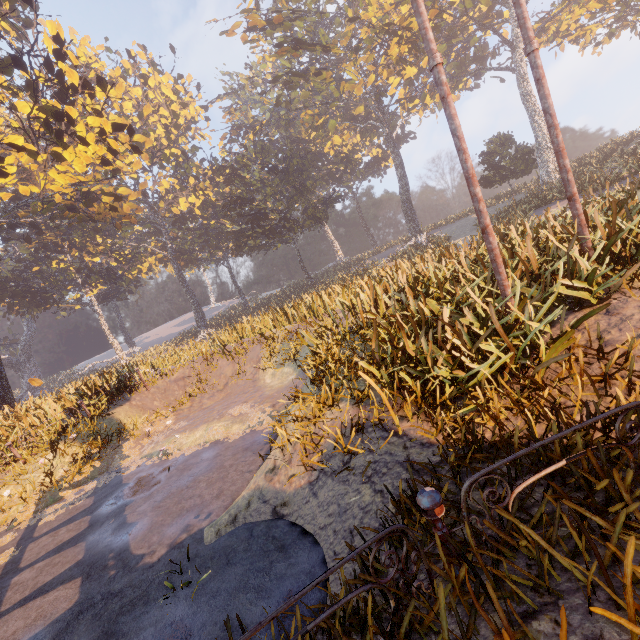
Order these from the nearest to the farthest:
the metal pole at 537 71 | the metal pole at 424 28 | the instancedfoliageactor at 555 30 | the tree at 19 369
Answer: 1. the metal pole at 424 28
2. the metal pole at 537 71
3. the instancedfoliageactor at 555 30
4. the tree at 19 369

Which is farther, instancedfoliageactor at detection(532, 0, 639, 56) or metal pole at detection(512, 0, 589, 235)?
instancedfoliageactor at detection(532, 0, 639, 56)

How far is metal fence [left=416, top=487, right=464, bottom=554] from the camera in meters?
2.0 m

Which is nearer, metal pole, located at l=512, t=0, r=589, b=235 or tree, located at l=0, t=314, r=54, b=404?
metal pole, located at l=512, t=0, r=589, b=235

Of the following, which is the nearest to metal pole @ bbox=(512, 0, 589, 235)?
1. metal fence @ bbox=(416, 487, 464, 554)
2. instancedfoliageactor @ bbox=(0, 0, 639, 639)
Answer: metal fence @ bbox=(416, 487, 464, 554)

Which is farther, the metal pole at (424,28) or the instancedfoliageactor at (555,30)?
the instancedfoliageactor at (555,30)

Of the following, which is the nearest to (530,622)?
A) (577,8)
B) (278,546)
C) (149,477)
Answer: (278,546)

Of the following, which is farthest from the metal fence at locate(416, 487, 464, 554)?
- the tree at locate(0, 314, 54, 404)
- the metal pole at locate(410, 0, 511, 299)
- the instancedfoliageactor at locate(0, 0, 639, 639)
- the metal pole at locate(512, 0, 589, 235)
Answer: the tree at locate(0, 314, 54, 404)
